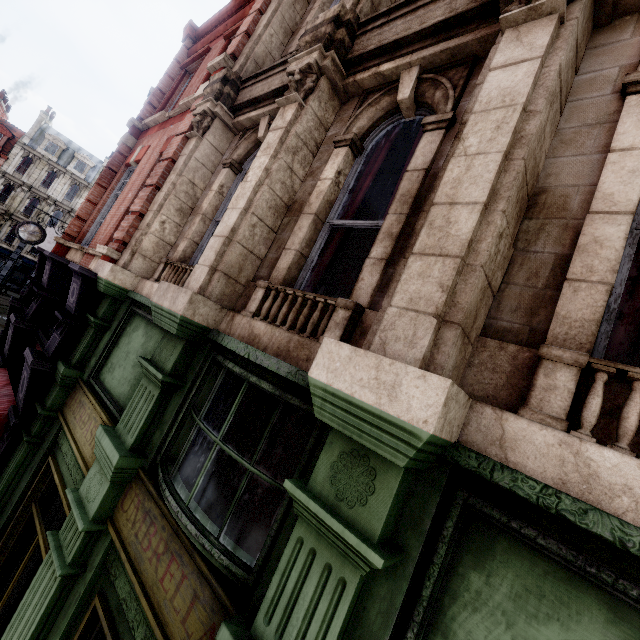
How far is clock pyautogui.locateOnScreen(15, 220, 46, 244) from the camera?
13.86m

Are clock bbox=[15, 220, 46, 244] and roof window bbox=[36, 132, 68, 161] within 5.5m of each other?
no

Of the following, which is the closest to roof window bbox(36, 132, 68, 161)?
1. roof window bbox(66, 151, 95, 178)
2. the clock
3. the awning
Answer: roof window bbox(66, 151, 95, 178)

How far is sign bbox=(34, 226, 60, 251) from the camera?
25.6m

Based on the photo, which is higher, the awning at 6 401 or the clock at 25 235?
the clock at 25 235

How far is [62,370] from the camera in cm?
466

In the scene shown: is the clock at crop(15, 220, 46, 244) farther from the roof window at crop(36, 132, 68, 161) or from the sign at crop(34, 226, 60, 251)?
the roof window at crop(36, 132, 68, 161)

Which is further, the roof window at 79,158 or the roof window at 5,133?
the roof window at 79,158
